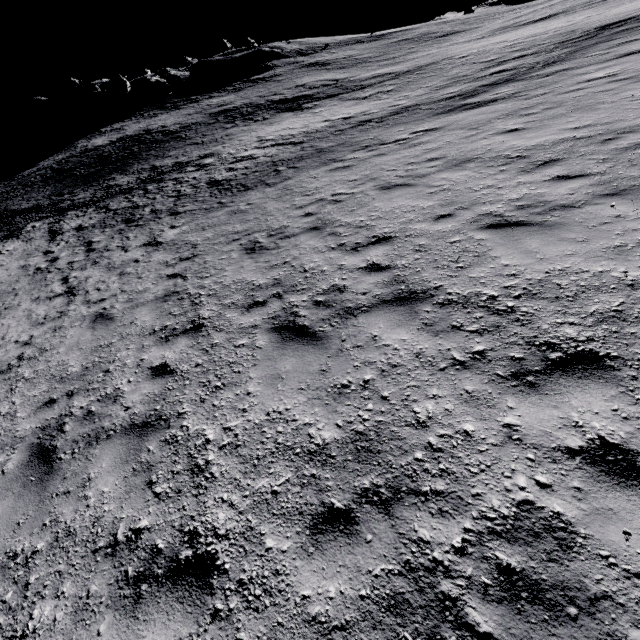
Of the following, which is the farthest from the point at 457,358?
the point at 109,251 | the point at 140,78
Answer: the point at 140,78
